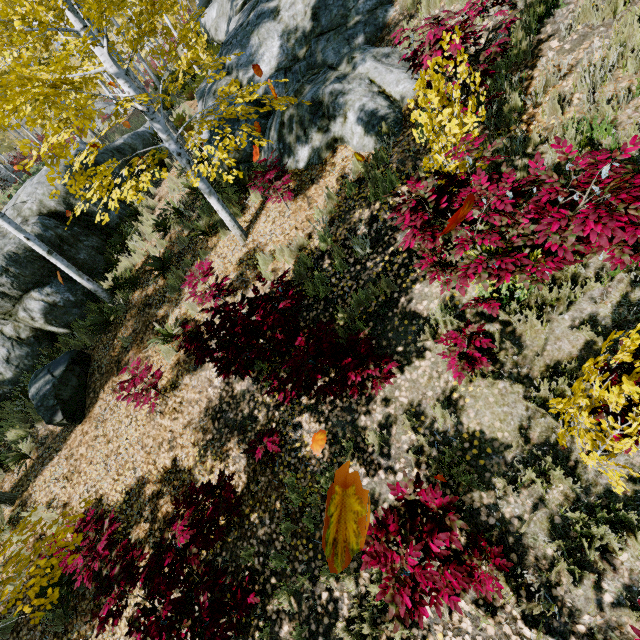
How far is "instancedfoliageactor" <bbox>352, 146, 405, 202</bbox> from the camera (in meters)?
5.23

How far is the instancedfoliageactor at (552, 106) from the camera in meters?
4.0 m

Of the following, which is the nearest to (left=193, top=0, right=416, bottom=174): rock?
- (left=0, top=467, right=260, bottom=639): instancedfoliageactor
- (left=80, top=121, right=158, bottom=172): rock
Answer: (left=80, top=121, right=158, bottom=172): rock

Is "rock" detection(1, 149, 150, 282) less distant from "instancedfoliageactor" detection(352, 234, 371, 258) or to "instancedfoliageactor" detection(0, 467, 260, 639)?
"instancedfoliageactor" detection(352, 234, 371, 258)

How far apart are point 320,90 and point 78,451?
9.4 meters

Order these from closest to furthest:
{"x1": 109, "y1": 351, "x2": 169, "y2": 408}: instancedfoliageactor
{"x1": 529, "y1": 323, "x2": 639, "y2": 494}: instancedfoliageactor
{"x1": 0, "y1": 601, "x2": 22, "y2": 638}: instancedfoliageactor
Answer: {"x1": 529, "y1": 323, "x2": 639, "y2": 494}: instancedfoliageactor → {"x1": 0, "y1": 601, "x2": 22, "y2": 638}: instancedfoliageactor → {"x1": 109, "y1": 351, "x2": 169, "y2": 408}: instancedfoliageactor
